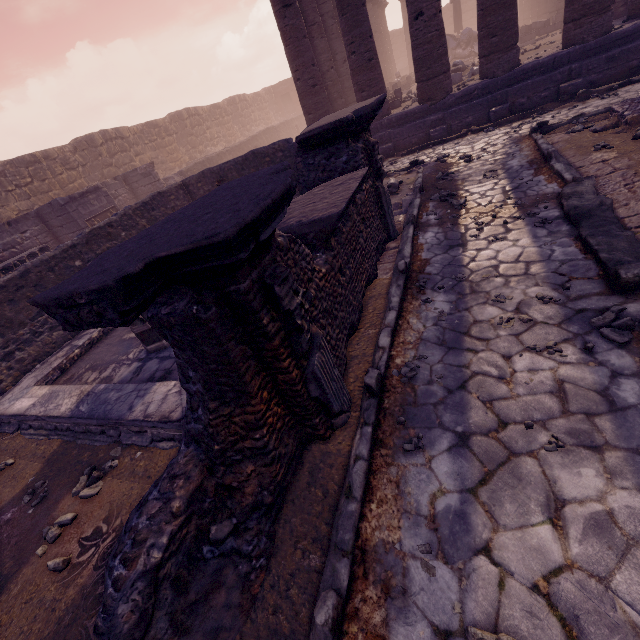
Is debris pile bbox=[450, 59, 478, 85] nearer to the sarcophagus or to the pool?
the pool

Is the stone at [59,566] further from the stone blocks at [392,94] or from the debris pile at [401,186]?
the stone blocks at [392,94]

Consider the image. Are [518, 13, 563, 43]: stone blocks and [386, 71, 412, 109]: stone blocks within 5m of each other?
no

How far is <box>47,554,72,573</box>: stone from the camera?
2.79m

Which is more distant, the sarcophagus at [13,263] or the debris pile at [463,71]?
the debris pile at [463,71]

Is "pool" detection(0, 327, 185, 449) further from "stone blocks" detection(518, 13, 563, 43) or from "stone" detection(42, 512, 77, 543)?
"stone blocks" detection(518, 13, 563, 43)

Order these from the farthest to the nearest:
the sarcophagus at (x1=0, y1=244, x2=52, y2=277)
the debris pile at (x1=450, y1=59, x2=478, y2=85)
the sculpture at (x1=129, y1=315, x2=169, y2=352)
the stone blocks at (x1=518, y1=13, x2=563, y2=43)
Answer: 1. the stone blocks at (x1=518, y1=13, x2=563, y2=43)
2. the debris pile at (x1=450, y1=59, x2=478, y2=85)
3. the sarcophagus at (x1=0, y1=244, x2=52, y2=277)
4. the sculpture at (x1=129, y1=315, x2=169, y2=352)

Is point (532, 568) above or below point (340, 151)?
below
